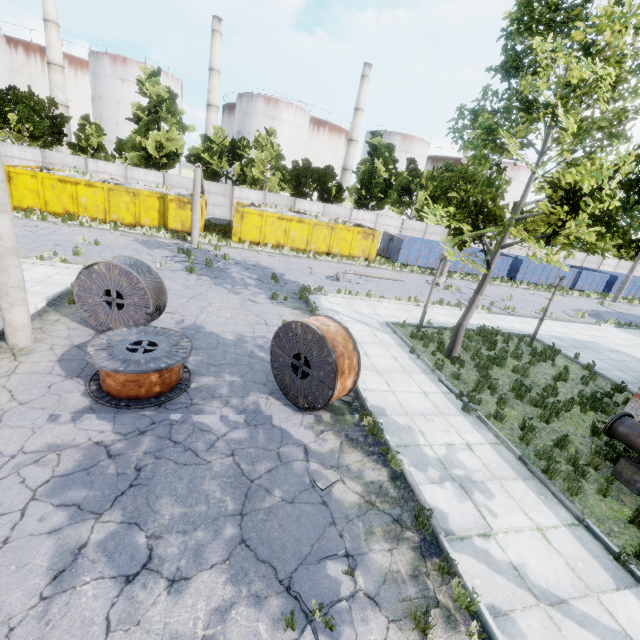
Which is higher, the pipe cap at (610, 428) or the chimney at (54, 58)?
the chimney at (54, 58)

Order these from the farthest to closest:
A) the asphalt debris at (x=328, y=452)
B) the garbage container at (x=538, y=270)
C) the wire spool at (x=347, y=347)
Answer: the garbage container at (x=538, y=270)
the wire spool at (x=347, y=347)
the asphalt debris at (x=328, y=452)

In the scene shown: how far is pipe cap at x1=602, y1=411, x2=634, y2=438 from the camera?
7.28m

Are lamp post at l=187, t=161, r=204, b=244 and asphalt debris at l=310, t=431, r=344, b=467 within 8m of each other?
no

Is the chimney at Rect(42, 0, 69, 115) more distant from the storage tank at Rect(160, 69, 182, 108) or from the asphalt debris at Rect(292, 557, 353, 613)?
the asphalt debris at Rect(292, 557, 353, 613)

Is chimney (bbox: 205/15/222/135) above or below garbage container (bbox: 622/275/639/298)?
above

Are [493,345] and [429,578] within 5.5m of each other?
no

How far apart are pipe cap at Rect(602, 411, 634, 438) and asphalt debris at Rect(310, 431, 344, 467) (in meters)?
6.13
